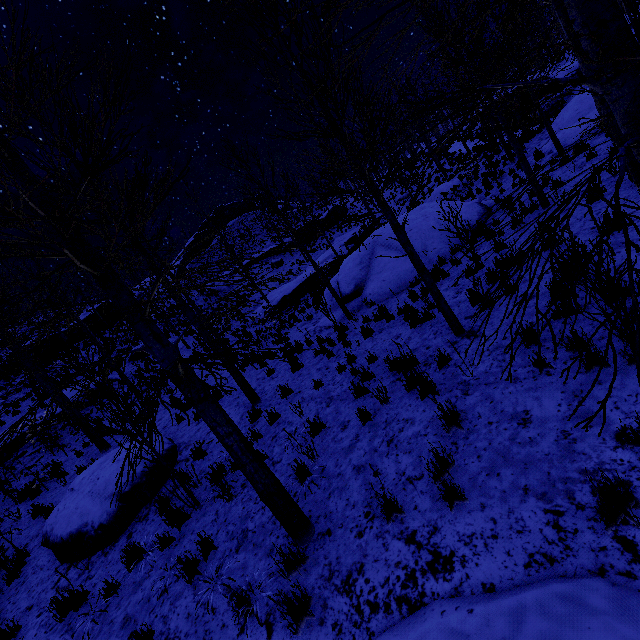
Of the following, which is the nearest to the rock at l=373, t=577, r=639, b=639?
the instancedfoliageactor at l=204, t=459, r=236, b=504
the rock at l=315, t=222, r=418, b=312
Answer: the instancedfoliageactor at l=204, t=459, r=236, b=504

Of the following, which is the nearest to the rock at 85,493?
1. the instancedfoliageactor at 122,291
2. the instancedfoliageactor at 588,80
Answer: the instancedfoliageactor at 122,291

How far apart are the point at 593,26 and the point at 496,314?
4.8 meters

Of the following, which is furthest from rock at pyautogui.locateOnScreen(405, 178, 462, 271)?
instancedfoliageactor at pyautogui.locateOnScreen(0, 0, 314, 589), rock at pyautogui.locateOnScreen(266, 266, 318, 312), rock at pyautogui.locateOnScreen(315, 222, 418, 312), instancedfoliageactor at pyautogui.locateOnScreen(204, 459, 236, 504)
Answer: rock at pyautogui.locateOnScreen(266, 266, 318, 312)

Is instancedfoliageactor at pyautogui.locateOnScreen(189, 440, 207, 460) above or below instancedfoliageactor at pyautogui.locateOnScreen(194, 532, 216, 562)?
above

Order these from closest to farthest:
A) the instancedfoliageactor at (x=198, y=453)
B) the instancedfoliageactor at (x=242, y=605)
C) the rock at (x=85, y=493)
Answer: the instancedfoliageactor at (x=242, y=605) → the rock at (x=85, y=493) → the instancedfoliageactor at (x=198, y=453)

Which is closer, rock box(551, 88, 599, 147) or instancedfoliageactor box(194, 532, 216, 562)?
instancedfoliageactor box(194, 532, 216, 562)

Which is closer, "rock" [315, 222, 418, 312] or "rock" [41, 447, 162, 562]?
"rock" [41, 447, 162, 562]
